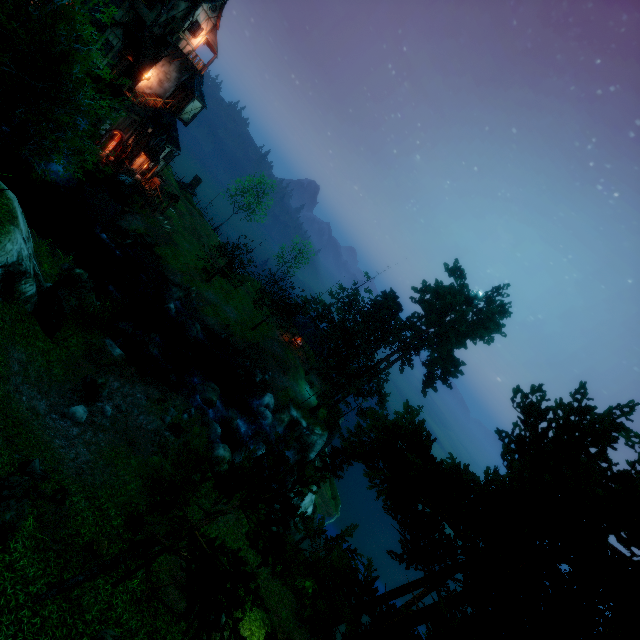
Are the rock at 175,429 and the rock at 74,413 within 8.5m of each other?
yes

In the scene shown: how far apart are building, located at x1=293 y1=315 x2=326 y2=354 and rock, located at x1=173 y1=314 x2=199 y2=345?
13.6 meters

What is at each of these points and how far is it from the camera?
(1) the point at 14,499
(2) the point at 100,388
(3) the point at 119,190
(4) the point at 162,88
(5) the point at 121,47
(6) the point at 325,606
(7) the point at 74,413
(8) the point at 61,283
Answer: (1) rock, 8.7 meters
(2) rock, 17.2 meters
(3) stone arch, 34.1 meters
(4) tower, 32.1 meters
(5) building, 27.5 meters
(6) tree, 6.8 meters
(7) rock, 15.1 meters
(8) rock, 18.9 meters

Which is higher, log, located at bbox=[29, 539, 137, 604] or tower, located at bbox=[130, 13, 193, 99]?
tower, located at bbox=[130, 13, 193, 99]

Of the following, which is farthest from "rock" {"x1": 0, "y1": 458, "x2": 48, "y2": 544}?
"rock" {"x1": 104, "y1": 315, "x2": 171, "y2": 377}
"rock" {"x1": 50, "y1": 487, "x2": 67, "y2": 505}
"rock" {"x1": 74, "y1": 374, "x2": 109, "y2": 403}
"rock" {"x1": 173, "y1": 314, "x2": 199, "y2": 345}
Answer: "rock" {"x1": 173, "y1": 314, "x2": 199, "y2": 345}

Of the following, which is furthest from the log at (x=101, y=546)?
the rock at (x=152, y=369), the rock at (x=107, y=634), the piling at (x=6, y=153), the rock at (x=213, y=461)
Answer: the piling at (x=6, y=153)

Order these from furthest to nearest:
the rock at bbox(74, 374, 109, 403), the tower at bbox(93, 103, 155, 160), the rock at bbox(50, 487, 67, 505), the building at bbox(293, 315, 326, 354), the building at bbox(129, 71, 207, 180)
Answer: the building at bbox(293, 315, 326, 354), the building at bbox(129, 71, 207, 180), the tower at bbox(93, 103, 155, 160), the rock at bbox(74, 374, 109, 403), the rock at bbox(50, 487, 67, 505)

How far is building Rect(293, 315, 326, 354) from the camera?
42.41m
